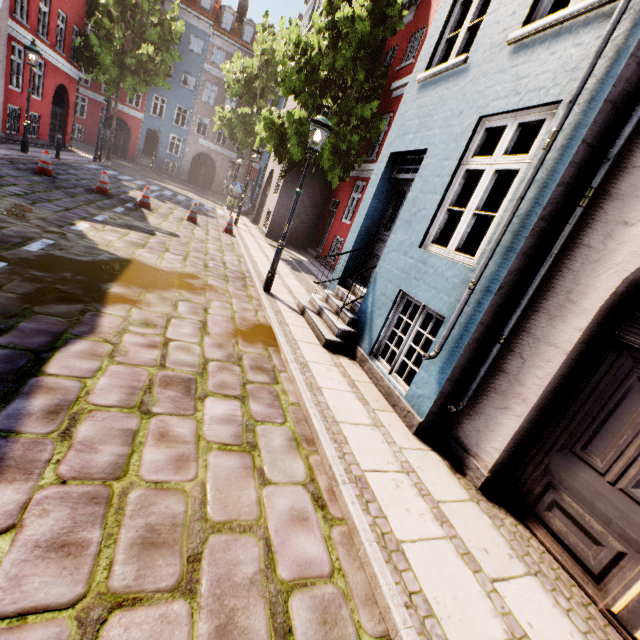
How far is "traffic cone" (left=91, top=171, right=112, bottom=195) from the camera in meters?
11.1

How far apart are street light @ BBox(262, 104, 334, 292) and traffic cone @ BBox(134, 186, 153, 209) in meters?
7.4

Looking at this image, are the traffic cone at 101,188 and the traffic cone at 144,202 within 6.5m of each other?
yes

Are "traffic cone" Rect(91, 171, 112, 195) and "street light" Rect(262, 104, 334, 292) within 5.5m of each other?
no

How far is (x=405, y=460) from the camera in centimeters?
339cm

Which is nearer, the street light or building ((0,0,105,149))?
the street light

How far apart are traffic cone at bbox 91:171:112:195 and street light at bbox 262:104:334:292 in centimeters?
810cm

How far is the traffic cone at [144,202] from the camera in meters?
11.7 m
